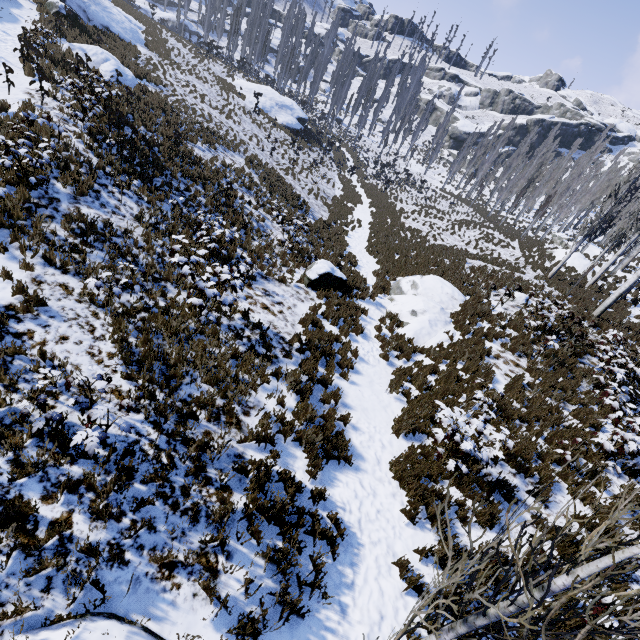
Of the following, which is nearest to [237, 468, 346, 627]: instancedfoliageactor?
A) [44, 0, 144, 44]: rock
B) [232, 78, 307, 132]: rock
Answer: [232, 78, 307, 132]: rock

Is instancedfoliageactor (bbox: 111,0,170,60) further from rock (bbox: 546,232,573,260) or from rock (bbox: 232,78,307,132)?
rock (bbox: 232,78,307,132)

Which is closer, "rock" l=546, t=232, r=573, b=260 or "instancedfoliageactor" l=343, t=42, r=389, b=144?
"rock" l=546, t=232, r=573, b=260

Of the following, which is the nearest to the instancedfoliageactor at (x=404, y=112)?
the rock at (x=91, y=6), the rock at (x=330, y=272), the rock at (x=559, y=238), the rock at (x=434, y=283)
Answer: the rock at (x=559, y=238)

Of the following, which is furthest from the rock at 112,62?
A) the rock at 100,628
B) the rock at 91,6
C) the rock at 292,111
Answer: the rock at 100,628

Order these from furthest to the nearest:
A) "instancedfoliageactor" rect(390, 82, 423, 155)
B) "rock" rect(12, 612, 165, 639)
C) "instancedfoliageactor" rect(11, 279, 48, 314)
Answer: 1. "instancedfoliageactor" rect(390, 82, 423, 155)
2. "instancedfoliageactor" rect(11, 279, 48, 314)
3. "rock" rect(12, 612, 165, 639)

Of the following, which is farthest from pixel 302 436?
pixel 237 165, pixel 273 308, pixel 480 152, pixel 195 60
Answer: pixel 480 152

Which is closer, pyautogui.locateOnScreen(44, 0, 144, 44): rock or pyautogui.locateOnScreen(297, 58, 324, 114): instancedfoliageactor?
pyautogui.locateOnScreen(44, 0, 144, 44): rock
